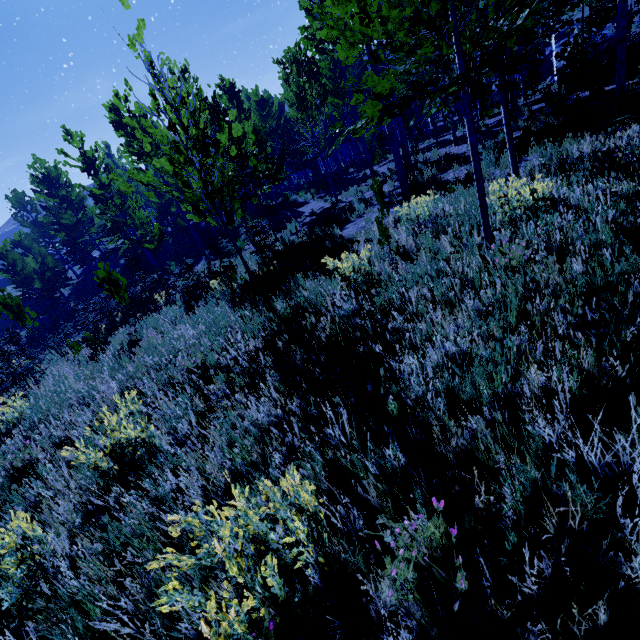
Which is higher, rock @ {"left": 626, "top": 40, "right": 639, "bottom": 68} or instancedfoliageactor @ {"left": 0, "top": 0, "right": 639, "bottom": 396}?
instancedfoliageactor @ {"left": 0, "top": 0, "right": 639, "bottom": 396}

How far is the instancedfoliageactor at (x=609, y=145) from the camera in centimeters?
511cm

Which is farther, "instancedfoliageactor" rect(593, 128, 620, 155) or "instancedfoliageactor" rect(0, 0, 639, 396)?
"instancedfoliageactor" rect(593, 128, 620, 155)

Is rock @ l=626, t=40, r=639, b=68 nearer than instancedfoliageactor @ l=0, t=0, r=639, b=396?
No

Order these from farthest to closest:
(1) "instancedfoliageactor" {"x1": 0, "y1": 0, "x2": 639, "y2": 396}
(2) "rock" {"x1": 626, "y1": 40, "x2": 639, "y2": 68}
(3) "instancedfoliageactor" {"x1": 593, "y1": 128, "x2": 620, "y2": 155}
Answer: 1. (2) "rock" {"x1": 626, "y1": 40, "x2": 639, "y2": 68}
2. (3) "instancedfoliageactor" {"x1": 593, "y1": 128, "x2": 620, "y2": 155}
3. (1) "instancedfoliageactor" {"x1": 0, "y1": 0, "x2": 639, "y2": 396}

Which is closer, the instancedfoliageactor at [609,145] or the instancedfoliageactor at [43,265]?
the instancedfoliageactor at [43,265]

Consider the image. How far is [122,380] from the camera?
5.9m
